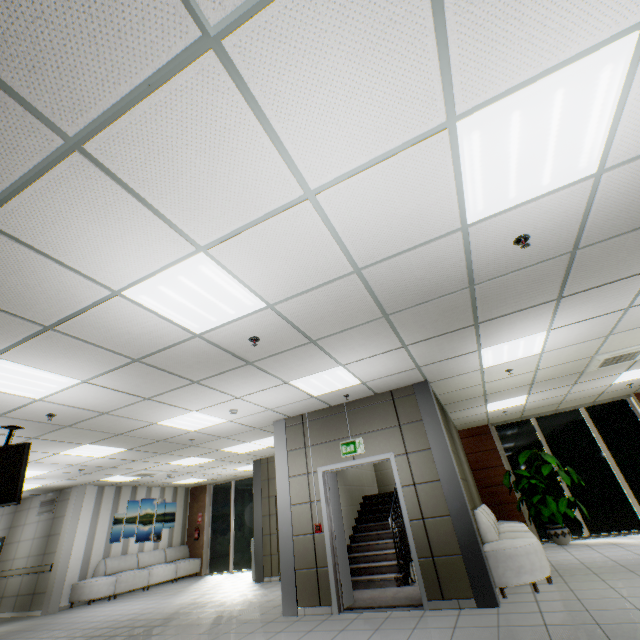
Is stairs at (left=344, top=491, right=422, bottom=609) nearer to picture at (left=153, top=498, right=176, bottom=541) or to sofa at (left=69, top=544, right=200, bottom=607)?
sofa at (left=69, top=544, right=200, bottom=607)

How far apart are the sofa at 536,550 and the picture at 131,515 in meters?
12.0 m

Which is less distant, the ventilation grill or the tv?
the tv

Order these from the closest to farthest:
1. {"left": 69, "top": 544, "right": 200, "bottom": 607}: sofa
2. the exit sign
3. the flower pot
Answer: the exit sign → the flower pot → {"left": 69, "top": 544, "right": 200, "bottom": 607}: sofa

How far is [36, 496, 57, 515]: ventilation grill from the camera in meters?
10.9 m

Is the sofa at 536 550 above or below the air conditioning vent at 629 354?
below

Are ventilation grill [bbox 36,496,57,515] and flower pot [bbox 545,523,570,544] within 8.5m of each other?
no

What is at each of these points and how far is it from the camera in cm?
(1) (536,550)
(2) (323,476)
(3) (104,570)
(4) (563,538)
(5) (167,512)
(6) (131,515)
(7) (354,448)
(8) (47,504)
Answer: (1) sofa, 502
(2) door, 620
(3) sofa, 1046
(4) flower pot, 798
(5) picture, 1334
(6) picture, 1201
(7) exit sign, 611
(8) ventilation grill, 1109
